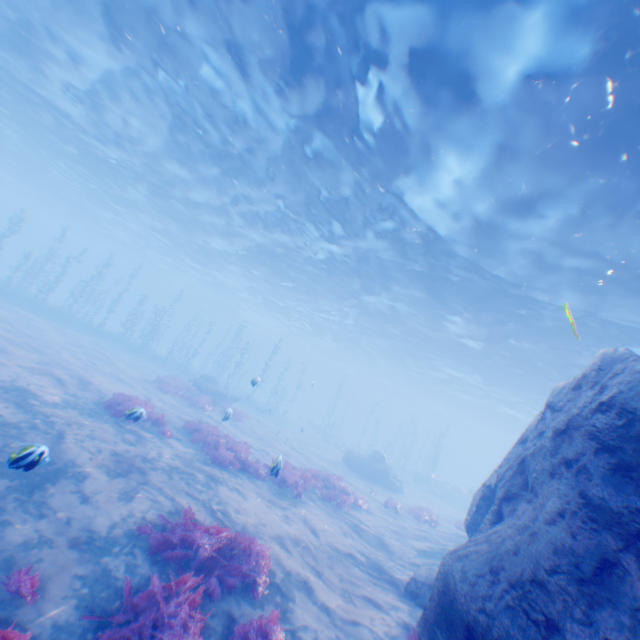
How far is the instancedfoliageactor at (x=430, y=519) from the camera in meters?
17.5

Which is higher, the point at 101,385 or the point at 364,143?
the point at 364,143

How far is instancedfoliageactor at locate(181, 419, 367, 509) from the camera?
11.7m

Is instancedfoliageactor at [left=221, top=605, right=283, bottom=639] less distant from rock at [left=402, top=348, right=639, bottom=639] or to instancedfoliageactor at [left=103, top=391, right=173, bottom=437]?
rock at [left=402, top=348, right=639, bottom=639]

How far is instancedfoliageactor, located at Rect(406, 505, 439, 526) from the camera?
17.5m

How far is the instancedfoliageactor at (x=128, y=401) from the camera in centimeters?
902cm

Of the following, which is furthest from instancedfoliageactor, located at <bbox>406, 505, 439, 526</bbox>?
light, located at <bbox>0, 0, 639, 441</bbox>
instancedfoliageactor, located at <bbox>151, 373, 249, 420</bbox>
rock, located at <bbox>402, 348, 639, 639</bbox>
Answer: instancedfoliageactor, located at <bbox>151, 373, 249, 420</bbox>
